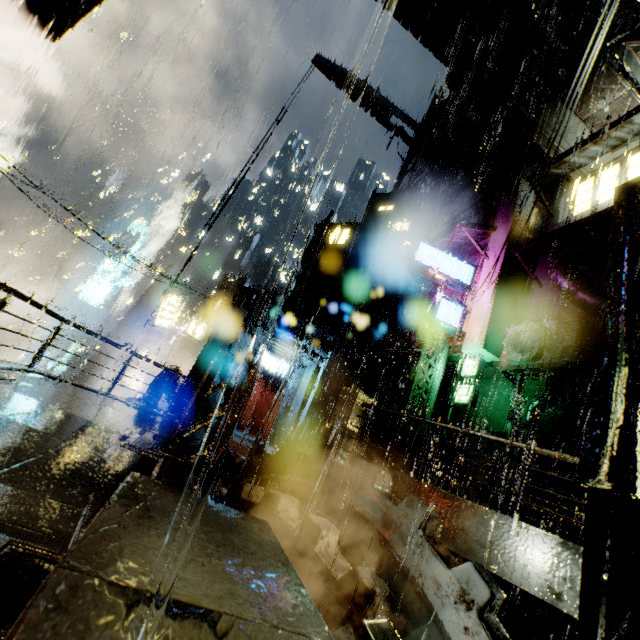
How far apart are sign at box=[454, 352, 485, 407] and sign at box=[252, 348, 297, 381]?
10.2 meters

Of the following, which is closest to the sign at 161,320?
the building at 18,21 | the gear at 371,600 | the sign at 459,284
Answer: the building at 18,21

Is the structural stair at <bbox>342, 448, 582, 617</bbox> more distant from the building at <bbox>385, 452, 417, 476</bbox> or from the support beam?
the support beam

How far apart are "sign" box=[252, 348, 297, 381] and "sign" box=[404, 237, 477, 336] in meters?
9.4

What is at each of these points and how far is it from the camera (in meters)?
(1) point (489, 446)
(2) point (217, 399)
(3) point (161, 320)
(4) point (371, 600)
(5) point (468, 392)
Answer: (1) building, 14.15
(2) building, 19.28
(3) sign, 20.19
(4) gear, 4.19
(5) sign, 14.68

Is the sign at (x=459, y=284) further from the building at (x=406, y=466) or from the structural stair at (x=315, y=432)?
the structural stair at (x=315, y=432)

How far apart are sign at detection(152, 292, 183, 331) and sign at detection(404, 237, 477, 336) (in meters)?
13.03

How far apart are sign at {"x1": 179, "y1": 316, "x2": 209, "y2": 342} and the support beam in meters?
14.3 m
